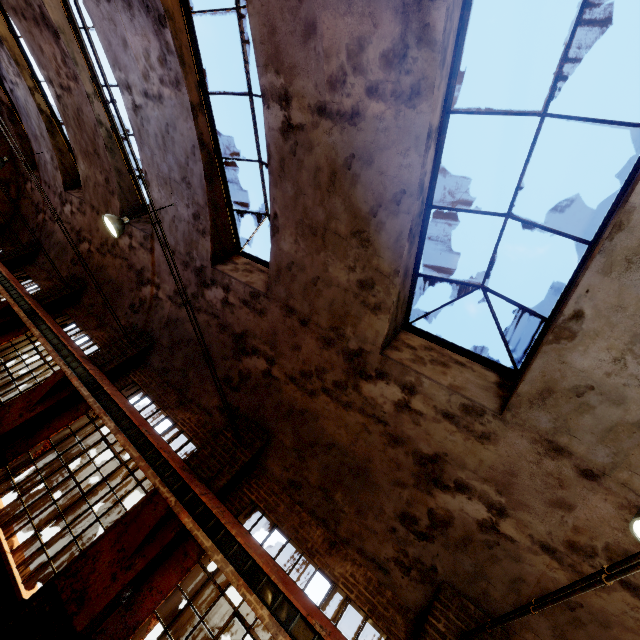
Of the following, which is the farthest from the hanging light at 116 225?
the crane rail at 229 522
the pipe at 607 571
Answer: the pipe at 607 571

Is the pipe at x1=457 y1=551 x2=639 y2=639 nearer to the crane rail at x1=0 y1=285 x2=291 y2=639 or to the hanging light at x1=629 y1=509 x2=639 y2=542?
the hanging light at x1=629 y1=509 x2=639 y2=542

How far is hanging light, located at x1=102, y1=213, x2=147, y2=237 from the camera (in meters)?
7.32

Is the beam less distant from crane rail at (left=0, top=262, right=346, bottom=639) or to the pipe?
crane rail at (left=0, top=262, right=346, bottom=639)

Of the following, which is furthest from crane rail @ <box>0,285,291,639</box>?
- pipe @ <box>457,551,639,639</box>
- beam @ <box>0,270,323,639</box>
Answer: pipe @ <box>457,551,639,639</box>

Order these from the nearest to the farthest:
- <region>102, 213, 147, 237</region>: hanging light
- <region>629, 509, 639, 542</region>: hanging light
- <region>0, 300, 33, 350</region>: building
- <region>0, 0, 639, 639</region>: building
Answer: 1. <region>629, 509, 639, 542</region>: hanging light
2. <region>0, 0, 639, 639</region>: building
3. <region>102, 213, 147, 237</region>: hanging light
4. <region>0, 300, 33, 350</region>: building

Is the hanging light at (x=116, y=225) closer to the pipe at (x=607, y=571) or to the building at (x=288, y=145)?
the building at (x=288, y=145)

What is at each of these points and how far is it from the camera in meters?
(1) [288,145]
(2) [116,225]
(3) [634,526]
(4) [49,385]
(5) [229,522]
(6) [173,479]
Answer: (1) building, 5.3
(2) hanging light, 7.4
(3) hanging light, 2.7
(4) building, 8.2
(5) crane rail, 5.7
(6) beam, 6.3
